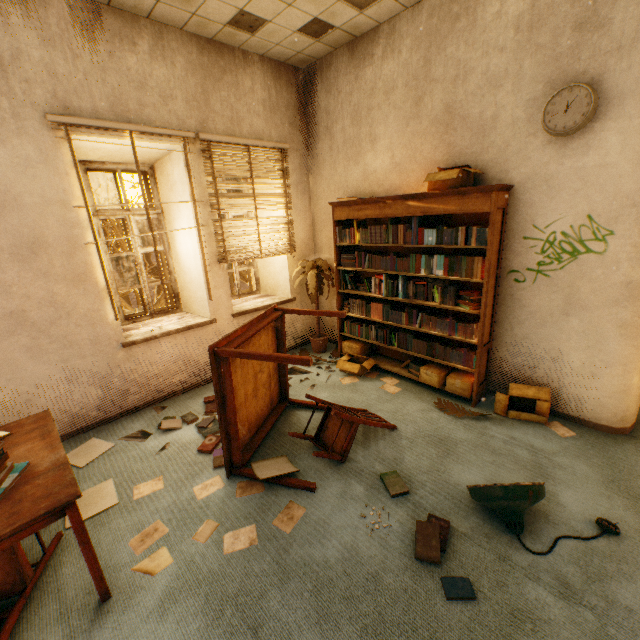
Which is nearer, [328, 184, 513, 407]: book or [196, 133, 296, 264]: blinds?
[328, 184, 513, 407]: book

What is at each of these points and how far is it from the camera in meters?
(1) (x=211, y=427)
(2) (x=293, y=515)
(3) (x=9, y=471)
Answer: (1) book, 3.3 m
(2) paper, 2.3 m
(3) book, 1.8 m

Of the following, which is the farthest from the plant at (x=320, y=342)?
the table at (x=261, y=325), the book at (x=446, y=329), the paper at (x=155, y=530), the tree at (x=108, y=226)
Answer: the tree at (x=108, y=226)

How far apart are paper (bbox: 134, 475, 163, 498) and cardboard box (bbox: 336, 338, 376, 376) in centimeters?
236cm

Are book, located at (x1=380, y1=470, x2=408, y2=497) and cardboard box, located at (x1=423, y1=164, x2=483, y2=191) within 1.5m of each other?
no

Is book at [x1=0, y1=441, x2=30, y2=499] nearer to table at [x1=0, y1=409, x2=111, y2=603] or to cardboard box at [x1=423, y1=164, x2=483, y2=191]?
table at [x1=0, y1=409, x2=111, y2=603]

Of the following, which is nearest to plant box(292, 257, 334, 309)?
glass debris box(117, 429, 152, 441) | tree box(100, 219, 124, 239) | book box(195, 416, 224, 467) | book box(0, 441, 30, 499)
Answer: book box(195, 416, 224, 467)

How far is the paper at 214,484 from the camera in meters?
2.6
